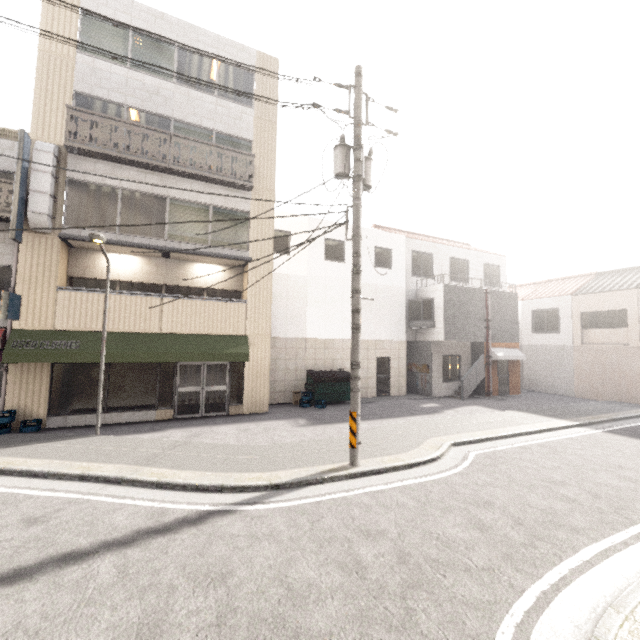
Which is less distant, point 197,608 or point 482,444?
point 197,608

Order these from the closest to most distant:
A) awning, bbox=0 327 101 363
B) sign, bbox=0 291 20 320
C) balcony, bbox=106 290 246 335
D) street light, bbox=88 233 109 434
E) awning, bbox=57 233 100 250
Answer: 1. street light, bbox=88 233 109 434
2. sign, bbox=0 291 20 320
3. awning, bbox=0 327 101 363
4. awning, bbox=57 233 100 250
5. balcony, bbox=106 290 246 335

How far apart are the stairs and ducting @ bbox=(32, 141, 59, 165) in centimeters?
1847cm

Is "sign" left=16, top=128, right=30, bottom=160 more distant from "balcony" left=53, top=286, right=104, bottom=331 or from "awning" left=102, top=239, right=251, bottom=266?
"balcony" left=53, top=286, right=104, bottom=331

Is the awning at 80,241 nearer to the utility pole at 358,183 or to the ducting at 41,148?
the ducting at 41,148

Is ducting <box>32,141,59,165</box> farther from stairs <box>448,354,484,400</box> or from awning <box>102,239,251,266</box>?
stairs <box>448,354,484,400</box>

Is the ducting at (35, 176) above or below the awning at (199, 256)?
above

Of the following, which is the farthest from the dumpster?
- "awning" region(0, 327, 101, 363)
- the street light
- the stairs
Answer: the street light
